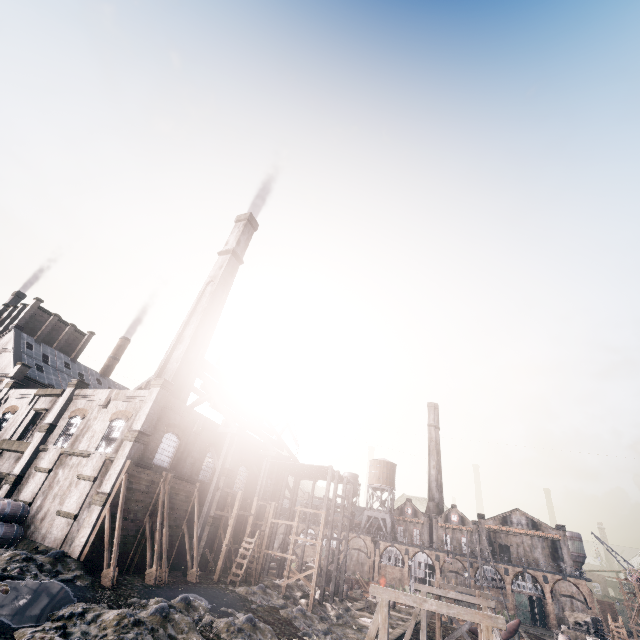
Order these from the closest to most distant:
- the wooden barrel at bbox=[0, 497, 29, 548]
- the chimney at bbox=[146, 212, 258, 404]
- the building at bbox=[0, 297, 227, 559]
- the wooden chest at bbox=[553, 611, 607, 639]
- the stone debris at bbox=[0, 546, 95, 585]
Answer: the stone debris at bbox=[0, 546, 95, 585] → the wooden barrel at bbox=[0, 497, 29, 548] → the building at bbox=[0, 297, 227, 559] → the chimney at bbox=[146, 212, 258, 404] → the wooden chest at bbox=[553, 611, 607, 639]

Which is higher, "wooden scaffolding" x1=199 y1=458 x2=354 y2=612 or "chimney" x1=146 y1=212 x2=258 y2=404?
"chimney" x1=146 y1=212 x2=258 y2=404

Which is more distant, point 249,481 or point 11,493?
point 249,481

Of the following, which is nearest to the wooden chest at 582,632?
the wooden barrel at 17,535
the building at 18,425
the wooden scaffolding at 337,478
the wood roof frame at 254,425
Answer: the wooden scaffolding at 337,478

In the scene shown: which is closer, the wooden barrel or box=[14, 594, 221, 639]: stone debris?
box=[14, 594, 221, 639]: stone debris

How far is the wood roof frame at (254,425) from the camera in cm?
3079

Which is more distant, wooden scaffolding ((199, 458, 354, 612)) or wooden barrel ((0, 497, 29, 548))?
wooden scaffolding ((199, 458, 354, 612))

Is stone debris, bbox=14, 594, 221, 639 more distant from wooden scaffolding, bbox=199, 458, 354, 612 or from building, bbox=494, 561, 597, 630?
building, bbox=494, 561, 597, 630
